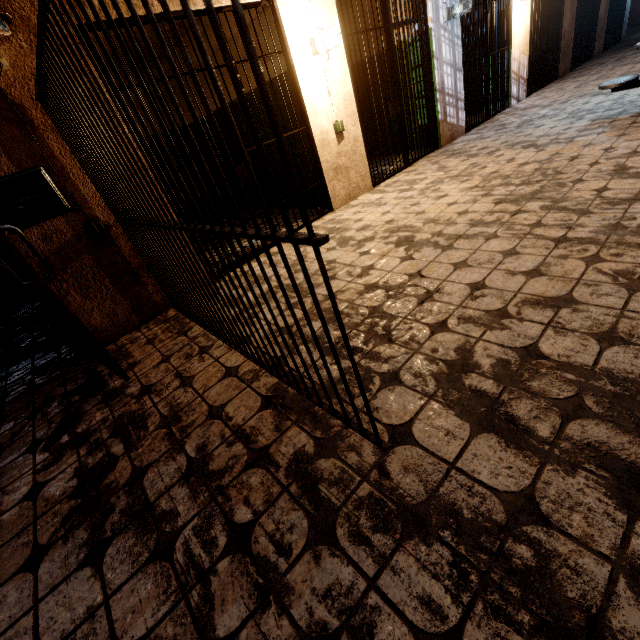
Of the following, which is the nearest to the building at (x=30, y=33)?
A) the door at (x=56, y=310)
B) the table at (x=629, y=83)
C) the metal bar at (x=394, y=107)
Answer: the metal bar at (x=394, y=107)

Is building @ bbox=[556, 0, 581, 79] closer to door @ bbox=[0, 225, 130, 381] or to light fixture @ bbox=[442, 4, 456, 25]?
light fixture @ bbox=[442, 4, 456, 25]

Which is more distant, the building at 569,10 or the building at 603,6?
the building at 603,6

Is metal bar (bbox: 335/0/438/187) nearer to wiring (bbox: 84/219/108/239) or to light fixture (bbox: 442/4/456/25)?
light fixture (bbox: 442/4/456/25)

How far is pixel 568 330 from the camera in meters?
1.7

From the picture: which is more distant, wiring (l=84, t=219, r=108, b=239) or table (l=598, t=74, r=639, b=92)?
table (l=598, t=74, r=639, b=92)

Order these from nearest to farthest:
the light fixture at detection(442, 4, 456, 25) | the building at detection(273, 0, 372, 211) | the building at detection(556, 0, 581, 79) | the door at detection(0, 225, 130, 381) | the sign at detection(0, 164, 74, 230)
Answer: the door at detection(0, 225, 130, 381) → the sign at detection(0, 164, 74, 230) → the building at detection(273, 0, 372, 211) → the light fixture at detection(442, 4, 456, 25) → the building at detection(556, 0, 581, 79)

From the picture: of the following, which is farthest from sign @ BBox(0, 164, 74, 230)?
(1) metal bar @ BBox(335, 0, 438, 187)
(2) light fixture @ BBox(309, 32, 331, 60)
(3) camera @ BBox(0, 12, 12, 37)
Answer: (1) metal bar @ BBox(335, 0, 438, 187)
